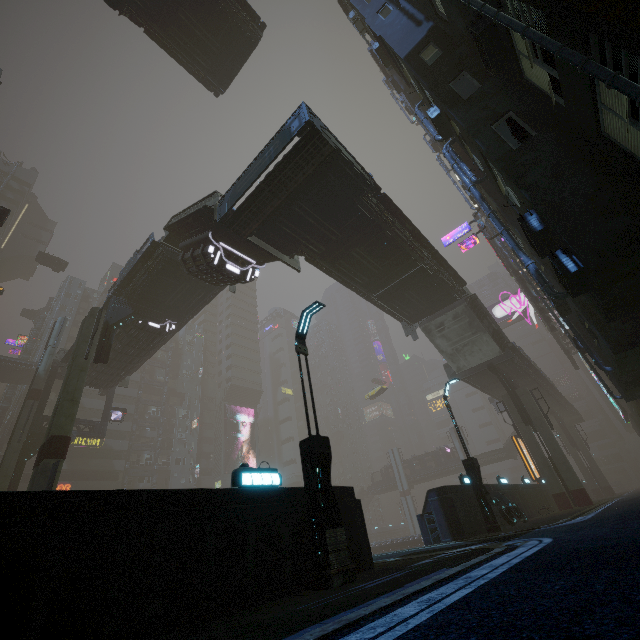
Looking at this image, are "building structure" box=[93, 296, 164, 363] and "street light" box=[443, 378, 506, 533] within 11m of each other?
no

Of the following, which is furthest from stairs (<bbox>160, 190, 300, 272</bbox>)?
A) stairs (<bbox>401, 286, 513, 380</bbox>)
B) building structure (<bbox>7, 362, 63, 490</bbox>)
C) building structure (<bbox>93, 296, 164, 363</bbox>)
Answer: building structure (<bbox>7, 362, 63, 490</bbox>)

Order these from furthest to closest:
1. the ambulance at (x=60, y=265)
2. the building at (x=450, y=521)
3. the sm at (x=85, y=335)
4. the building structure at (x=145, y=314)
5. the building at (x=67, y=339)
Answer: the building at (x=67, y=339)
the ambulance at (x=60, y=265)
the building structure at (x=145, y=314)
the sm at (x=85, y=335)
the building at (x=450, y=521)

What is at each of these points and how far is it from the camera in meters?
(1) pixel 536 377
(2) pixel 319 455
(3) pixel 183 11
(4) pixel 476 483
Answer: (1) bridge, 33.7 m
(2) street light, 8.4 m
(3) bridge, 20.0 m
(4) street light, 14.8 m

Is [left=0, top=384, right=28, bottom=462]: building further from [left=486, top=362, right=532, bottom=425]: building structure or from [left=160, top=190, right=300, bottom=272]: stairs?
[left=160, top=190, right=300, bottom=272]: stairs

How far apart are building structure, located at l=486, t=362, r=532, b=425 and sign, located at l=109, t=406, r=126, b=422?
36.2m

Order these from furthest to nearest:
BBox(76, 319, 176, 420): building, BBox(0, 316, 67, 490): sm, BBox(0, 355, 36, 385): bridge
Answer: BBox(0, 355, 36, 385): bridge → BBox(0, 316, 67, 490): sm → BBox(76, 319, 176, 420): building

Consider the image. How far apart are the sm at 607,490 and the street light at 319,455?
51.38m
